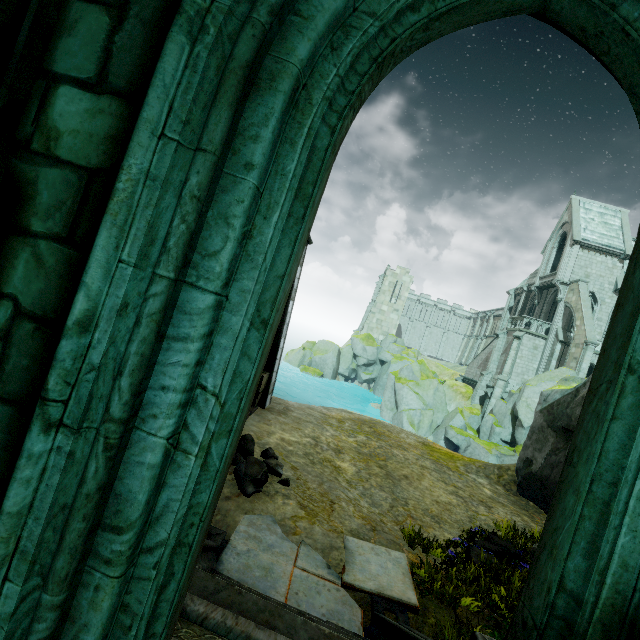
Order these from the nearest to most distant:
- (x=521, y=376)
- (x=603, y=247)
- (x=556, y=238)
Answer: (x=603, y=247), (x=521, y=376), (x=556, y=238)

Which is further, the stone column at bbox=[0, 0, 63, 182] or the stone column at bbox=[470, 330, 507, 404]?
the stone column at bbox=[470, 330, 507, 404]

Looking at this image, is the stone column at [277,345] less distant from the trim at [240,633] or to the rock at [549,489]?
the trim at [240,633]

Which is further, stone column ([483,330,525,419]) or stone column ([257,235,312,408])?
stone column ([483,330,525,419])

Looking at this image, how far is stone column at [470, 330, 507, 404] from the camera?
34.00m

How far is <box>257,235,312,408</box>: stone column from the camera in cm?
1021

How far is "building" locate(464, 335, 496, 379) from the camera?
37.1m

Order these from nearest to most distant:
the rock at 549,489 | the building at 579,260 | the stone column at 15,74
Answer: the stone column at 15,74 < the rock at 549,489 < the building at 579,260
